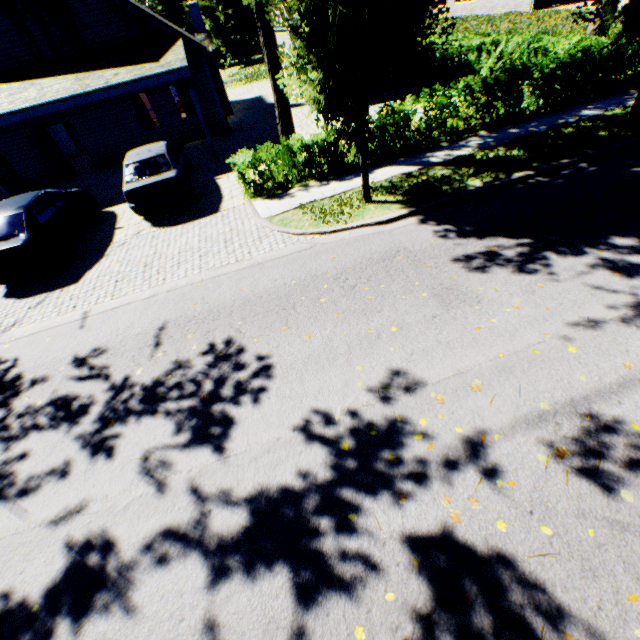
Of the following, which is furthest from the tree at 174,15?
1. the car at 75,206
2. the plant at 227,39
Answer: the car at 75,206

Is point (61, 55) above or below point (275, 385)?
above

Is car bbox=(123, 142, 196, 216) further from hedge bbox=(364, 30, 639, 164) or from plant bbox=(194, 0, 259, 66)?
plant bbox=(194, 0, 259, 66)

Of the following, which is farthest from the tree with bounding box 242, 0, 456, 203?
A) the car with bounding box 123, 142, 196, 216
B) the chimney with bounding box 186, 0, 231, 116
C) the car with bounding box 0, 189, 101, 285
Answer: the chimney with bounding box 186, 0, 231, 116

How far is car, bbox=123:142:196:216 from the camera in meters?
9.6 m

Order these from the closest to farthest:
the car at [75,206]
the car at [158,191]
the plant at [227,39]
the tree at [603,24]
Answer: the tree at [603,24]
the car at [75,206]
the car at [158,191]
the plant at [227,39]

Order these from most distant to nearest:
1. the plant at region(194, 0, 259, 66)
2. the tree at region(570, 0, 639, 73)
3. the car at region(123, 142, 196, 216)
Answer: the plant at region(194, 0, 259, 66)
the car at region(123, 142, 196, 216)
the tree at region(570, 0, 639, 73)

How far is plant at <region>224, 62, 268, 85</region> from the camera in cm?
2947
